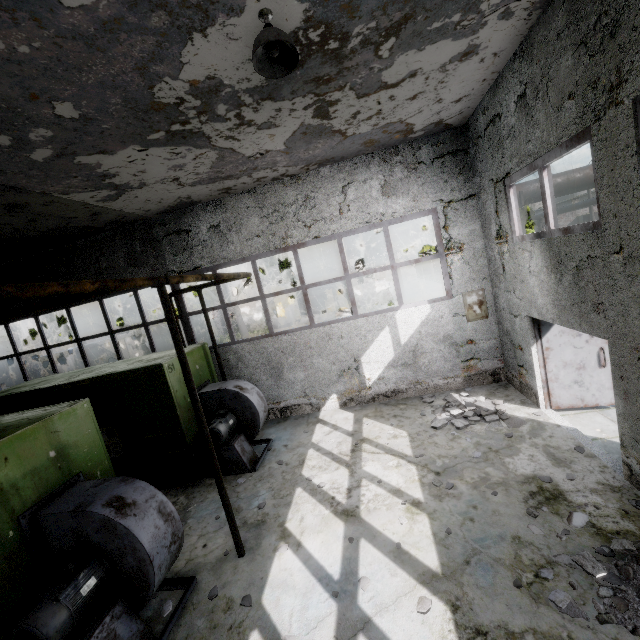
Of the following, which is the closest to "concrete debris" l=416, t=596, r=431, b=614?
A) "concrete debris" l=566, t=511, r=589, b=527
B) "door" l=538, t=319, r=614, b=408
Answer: "concrete debris" l=566, t=511, r=589, b=527

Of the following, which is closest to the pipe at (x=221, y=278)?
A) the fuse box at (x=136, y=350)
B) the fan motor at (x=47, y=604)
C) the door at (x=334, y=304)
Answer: the fuse box at (x=136, y=350)

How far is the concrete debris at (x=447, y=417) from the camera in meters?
7.1 m

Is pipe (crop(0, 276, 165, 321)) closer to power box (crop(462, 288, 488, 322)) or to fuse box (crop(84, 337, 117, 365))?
power box (crop(462, 288, 488, 322))

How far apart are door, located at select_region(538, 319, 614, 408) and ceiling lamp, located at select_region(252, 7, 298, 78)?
6.5m

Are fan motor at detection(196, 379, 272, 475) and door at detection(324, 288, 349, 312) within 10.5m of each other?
no

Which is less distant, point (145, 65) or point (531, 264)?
point (145, 65)

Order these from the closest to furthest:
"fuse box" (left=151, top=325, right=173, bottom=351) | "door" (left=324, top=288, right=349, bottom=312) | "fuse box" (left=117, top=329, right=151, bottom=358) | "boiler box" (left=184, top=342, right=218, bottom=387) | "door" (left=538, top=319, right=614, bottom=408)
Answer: "door" (left=538, top=319, right=614, bottom=408) < "boiler box" (left=184, top=342, right=218, bottom=387) < "fuse box" (left=117, top=329, right=151, bottom=358) < "fuse box" (left=151, top=325, right=173, bottom=351) < "door" (left=324, top=288, right=349, bottom=312)
